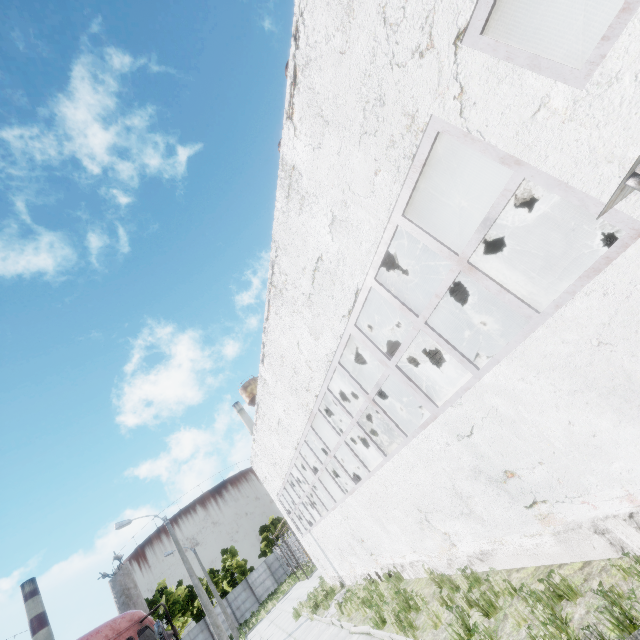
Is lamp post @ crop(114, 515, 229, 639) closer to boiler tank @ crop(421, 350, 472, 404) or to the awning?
boiler tank @ crop(421, 350, 472, 404)

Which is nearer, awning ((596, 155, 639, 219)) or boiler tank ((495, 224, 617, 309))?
awning ((596, 155, 639, 219))

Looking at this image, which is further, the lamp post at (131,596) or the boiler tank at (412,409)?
the boiler tank at (412,409)

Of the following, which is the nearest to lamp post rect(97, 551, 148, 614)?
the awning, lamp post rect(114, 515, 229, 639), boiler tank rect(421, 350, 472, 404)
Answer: the awning

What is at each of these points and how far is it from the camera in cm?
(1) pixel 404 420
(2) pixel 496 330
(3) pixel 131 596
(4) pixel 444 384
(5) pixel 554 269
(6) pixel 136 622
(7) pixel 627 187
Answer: (1) boiler tank, 1731
(2) boiler tank, 1128
(3) lamp post, 586
(4) boiler tank, 1761
(5) boiler tank, 1291
(6) truck, 447
(7) awning, 196

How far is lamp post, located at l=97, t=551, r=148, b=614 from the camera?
5.8m

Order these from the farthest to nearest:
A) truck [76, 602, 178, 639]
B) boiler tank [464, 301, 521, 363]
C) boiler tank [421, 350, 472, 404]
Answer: →
boiler tank [421, 350, 472, 404]
boiler tank [464, 301, 521, 363]
truck [76, 602, 178, 639]

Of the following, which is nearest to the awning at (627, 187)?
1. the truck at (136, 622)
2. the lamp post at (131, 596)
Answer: the truck at (136, 622)
